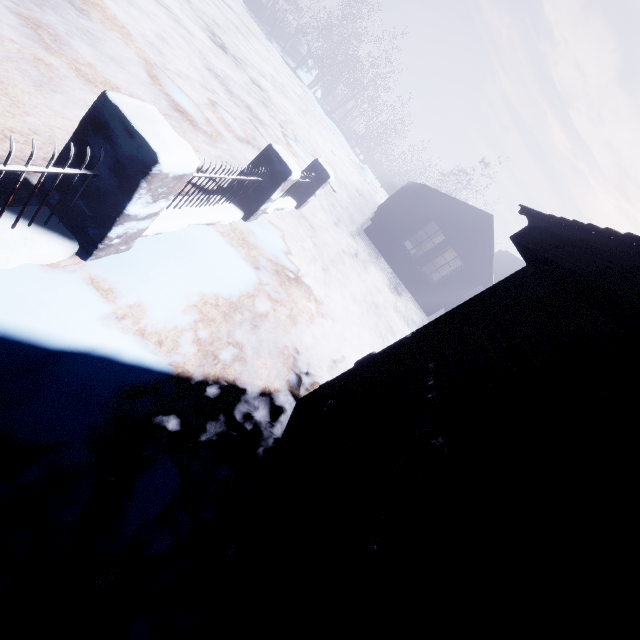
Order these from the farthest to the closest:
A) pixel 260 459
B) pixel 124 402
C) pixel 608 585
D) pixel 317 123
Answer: pixel 317 123 < pixel 260 459 < pixel 124 402 < pixel 608 585
